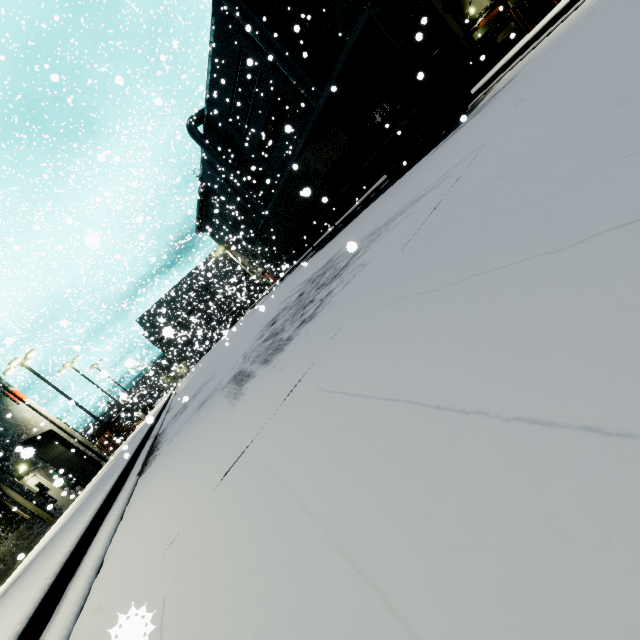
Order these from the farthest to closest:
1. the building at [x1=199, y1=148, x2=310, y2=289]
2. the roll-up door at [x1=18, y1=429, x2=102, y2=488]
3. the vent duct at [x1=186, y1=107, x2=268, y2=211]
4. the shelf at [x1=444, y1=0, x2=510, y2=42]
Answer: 1. the building at [x1=199, y1=148, x2=310, y2=289]
2. the vent duct at [x1=186, y1=107, x2=268, y2=211]
3. the roll-up door at [x1=18, y1=429, x2=102, y2=488]
4. the shelf at [x1=444, y1=0, x2=510, y2=42]

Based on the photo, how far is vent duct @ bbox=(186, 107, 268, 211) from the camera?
29.2m

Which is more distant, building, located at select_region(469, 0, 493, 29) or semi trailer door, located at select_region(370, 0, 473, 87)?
building, located at select_region(469, 0, 493, 29)

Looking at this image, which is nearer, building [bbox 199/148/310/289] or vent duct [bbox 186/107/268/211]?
vent duct [bbox 186/107/268/211]

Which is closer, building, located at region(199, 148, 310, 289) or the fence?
the fence

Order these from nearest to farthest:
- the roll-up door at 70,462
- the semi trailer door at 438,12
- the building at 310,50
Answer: the semi trailer door at 438,12 < the building at 310,50 < the roll-up door at 70,462

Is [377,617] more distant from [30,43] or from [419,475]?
[30,43]

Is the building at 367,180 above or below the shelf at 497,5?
below
